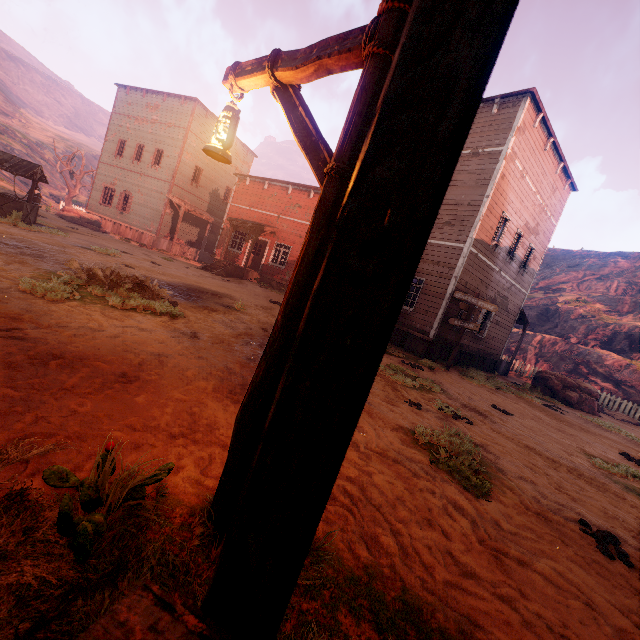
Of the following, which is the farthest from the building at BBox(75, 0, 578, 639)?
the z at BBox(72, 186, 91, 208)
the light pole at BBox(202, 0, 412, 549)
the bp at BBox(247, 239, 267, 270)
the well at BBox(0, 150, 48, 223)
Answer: the z at BBox(72, 186, 91, 208)

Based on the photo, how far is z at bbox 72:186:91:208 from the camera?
39.94m

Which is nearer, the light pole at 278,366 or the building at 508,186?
the building at 508,186

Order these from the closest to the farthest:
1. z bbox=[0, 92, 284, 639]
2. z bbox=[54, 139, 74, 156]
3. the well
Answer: z bbox=[0, 92, 284, 639] → the well → z bbox=[54, 139, 74, 156]

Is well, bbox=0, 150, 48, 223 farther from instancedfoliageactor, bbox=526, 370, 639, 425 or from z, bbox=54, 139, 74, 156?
instancedfoliageactor, bbox=526, 370, 639, 425

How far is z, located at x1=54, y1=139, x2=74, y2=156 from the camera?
53.72m

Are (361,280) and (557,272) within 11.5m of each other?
no

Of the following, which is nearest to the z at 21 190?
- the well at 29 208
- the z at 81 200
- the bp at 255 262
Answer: the well at 29 208
